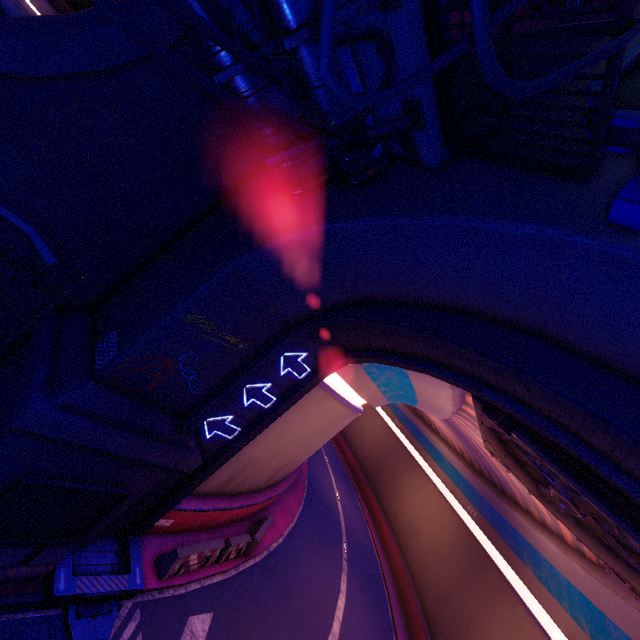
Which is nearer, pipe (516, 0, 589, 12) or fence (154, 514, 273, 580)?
pipe (516, 0, 589, 12)

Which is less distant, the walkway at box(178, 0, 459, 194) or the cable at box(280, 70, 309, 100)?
the walkway at box(178, 0, 459, 194)

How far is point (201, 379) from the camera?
8.2m

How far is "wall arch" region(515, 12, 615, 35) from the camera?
5.75m

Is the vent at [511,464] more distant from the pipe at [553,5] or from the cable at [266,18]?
the pipe at [553,5]

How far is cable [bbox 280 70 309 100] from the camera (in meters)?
5.10

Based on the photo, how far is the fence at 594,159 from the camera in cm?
310

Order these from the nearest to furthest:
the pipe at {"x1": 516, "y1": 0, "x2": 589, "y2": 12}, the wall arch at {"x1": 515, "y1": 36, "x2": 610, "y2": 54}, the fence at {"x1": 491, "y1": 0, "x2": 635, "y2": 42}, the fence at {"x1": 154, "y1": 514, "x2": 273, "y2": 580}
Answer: the fence at {"x1": 491, "y1": 0, "x2": 635, "y2": 42}
the wall arch at {"x1": 515, "y1": 36, "x2": 610, "y2": 54}
the pipe at {"x1": 516, "y1": 0, "x2": 589, "y2": 12}
the fence at {"x1": 154, "y1": 514, "x2": 273, "y2": 580}
